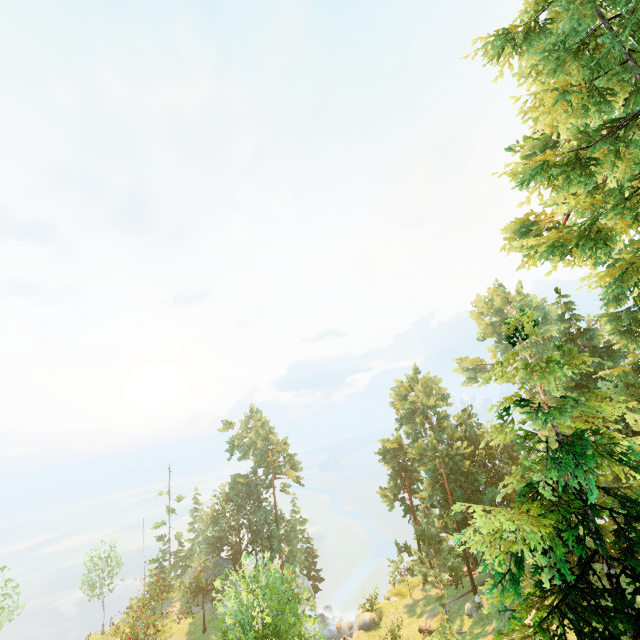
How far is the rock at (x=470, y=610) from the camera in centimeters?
2745cm

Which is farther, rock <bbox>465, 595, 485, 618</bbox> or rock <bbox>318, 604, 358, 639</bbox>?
rock <bbox>318, 604, 358, 639</bbox>

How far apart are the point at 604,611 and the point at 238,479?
51.98m

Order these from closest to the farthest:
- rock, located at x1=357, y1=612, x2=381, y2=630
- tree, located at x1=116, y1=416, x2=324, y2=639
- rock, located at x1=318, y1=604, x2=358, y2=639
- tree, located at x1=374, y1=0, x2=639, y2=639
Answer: tree, located at x1=374, y1=0, x2=639, y2=639 → tree, located at x1=116, y1=416, x2=324, y2=639 → rock, located at x1=357, y1=612, x2=381, y2=630 → rock, located at x1=318, y1=604, x2=358, y2=639

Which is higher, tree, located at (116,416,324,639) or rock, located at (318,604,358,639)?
tree, located at (116,416,324,639)

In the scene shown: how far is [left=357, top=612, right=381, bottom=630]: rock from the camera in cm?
3256

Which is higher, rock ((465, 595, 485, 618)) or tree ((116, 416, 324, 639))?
tree ((116, 416, 324, 639))

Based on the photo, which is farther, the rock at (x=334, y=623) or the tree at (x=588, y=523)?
the rock at (x=334, y=623)
